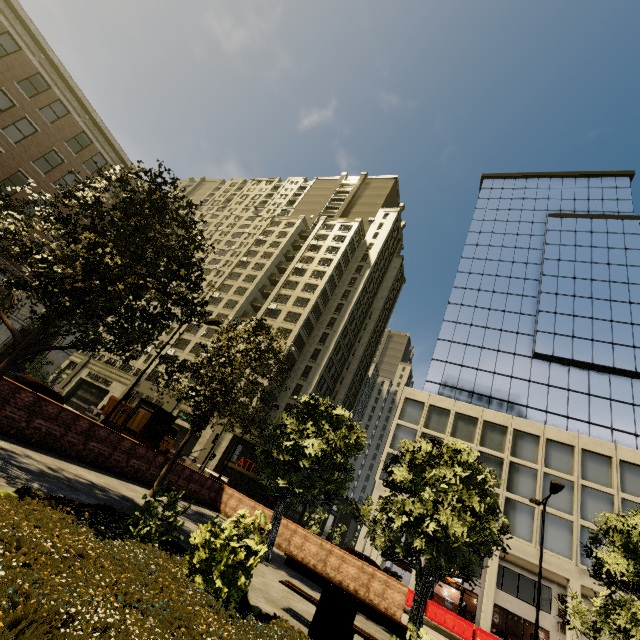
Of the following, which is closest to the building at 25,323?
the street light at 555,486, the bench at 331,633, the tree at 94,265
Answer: the tree at 94,265

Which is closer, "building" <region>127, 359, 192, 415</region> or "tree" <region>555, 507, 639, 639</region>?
"tree" <region>555, 507, 639, 639</region>

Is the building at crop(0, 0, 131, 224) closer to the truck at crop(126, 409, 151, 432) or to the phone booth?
the truck at crop(126, 409, 151, 432)

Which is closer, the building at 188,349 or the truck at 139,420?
the truck at 139,420

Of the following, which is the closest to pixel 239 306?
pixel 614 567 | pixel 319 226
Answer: pixel 319 226

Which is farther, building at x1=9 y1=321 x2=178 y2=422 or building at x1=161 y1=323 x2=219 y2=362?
building at x1=161 y1=323 x2=219 y2=362

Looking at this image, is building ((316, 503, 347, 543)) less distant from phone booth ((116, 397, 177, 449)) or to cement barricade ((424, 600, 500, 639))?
cement barricade ((424, 600, 500, 639))

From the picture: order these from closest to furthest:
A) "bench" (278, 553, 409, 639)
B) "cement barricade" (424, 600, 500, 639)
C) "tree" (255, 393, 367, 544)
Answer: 1. "bench" (278, 553, 409, 639)
2. "tree" (255, 393, 367, 544)
3. "cement barricade" (424, 600, 500, 639)
